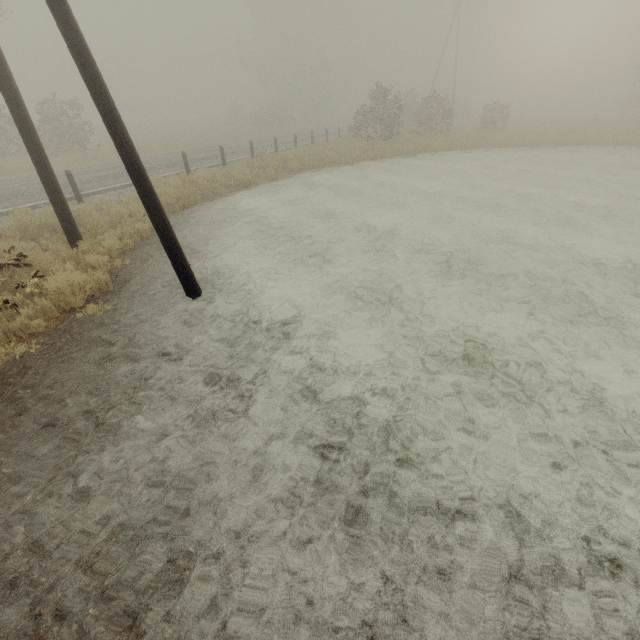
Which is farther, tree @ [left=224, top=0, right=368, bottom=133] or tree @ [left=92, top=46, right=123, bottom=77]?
tree @ [left=92, top=46, right=123, bottom=77]

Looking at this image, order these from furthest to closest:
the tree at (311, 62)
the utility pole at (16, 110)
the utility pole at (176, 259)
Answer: the tree at (311, 62) → the utility pole at (16, 110) → the utility pole at (176, 259)

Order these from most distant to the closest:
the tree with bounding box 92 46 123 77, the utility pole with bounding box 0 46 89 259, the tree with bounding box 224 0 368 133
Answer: the tree with bounding box 92 46 123 77 < the tree with bounding box 224 0 368 133 < the utility pole with bounding box 0 46 89 259

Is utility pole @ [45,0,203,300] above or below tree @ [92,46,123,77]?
below

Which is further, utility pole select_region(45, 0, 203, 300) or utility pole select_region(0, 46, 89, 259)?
utility pole select_region(0, 46, 89, 259)

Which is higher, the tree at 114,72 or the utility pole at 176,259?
the tree at 114,72

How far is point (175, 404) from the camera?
3.85m

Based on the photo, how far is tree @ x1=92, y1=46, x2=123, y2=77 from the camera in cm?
5794
